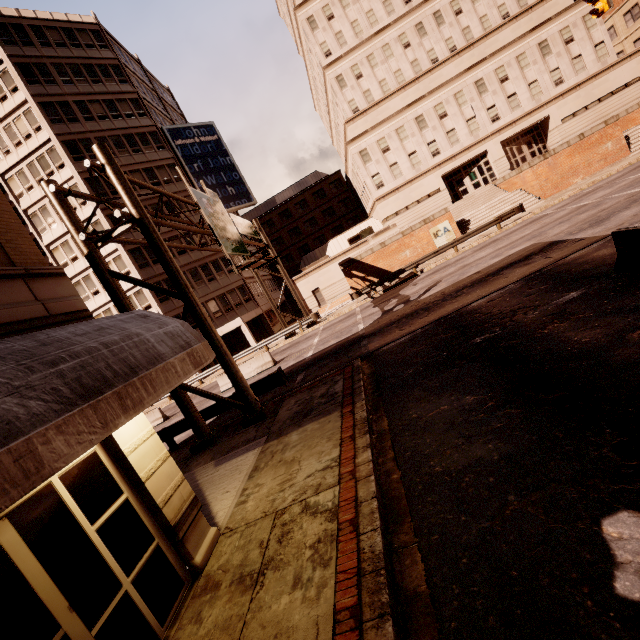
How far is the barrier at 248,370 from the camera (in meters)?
20.08

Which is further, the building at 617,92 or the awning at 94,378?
the building at 617,92

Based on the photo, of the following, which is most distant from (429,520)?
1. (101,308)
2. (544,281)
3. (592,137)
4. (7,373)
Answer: (101,308)

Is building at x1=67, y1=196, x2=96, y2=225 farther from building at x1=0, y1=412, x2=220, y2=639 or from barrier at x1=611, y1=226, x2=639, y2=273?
barrier at x1=611, y1=226, x2=639, y2=273

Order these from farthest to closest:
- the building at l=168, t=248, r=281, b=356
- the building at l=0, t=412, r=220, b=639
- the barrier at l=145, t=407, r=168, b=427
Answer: the building at l=168, t=248, r=281, b=356, the barrier at l=145, t=407, r=168, b=427, the building at l=0, t=412, r=220, b=639

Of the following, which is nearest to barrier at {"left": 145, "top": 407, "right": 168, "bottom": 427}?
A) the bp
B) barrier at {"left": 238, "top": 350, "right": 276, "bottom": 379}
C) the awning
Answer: barrier at {"left": 238, "top": 350, "right": 276, "bottom": 379}

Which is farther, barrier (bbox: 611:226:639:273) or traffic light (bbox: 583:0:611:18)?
traffic light (bbox: 583:0:611:18)

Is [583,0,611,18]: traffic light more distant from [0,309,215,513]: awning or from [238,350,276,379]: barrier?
[238,350,276,379]: barrier
